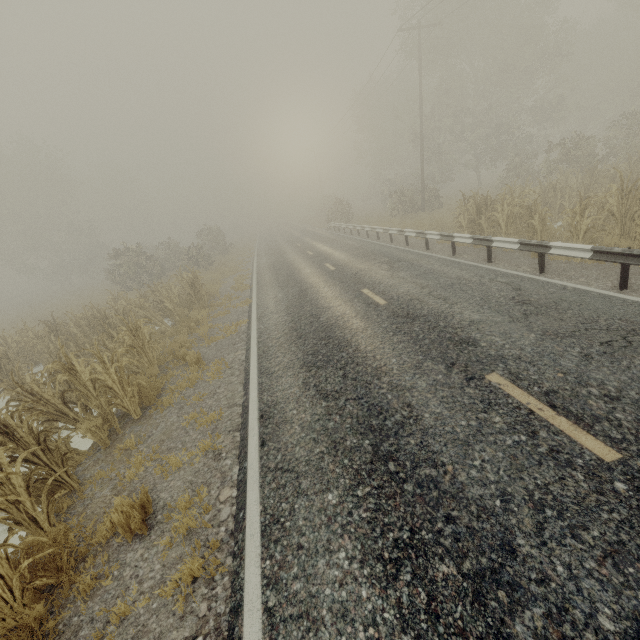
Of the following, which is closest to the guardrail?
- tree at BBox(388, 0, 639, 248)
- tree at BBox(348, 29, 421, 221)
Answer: tree at BBox(388, 0, 639, 248)

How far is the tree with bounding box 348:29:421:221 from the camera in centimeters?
2672cm

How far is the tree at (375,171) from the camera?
26.7 meters

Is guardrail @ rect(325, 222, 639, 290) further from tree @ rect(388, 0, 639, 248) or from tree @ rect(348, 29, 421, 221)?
tree @ rect(348, 29, 421, 221)

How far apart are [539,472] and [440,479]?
0.9 meters

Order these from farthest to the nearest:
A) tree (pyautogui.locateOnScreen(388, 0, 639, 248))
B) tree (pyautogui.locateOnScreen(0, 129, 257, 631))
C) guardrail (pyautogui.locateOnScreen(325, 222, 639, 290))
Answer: tree (pyautogui.locateOnScreen(388, 0, 639, 248)), guardrail (pyautogui.locateOnScreen(325, 222, 639, 290)), tree (pyautogui.locateOnScreen(0, 129, 257, 631))

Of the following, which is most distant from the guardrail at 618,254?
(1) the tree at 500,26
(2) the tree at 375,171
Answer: (2) the tree at 375,171
